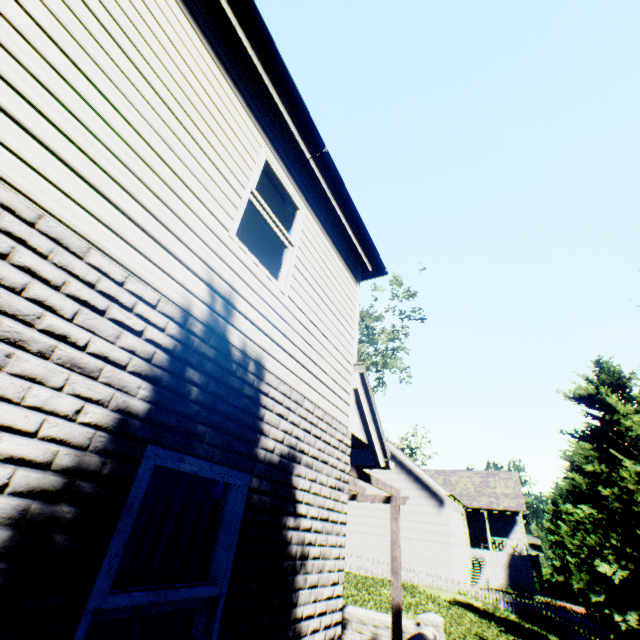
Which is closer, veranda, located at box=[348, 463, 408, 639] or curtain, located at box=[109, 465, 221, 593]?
curtain, located at box=[109, 465, 221, 593]

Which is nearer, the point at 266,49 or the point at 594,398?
the point at 266,49

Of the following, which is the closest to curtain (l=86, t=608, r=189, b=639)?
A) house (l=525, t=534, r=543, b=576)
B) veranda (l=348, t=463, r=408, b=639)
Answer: veranda (l=348, t=463, r=408, b=639)

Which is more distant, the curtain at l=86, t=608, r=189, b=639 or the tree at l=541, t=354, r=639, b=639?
the tree at l=541, t=354, r=639, b=639

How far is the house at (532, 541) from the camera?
42.12m

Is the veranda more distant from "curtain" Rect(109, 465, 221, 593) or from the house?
the house

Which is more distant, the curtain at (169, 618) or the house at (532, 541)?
the house at (532, 541)

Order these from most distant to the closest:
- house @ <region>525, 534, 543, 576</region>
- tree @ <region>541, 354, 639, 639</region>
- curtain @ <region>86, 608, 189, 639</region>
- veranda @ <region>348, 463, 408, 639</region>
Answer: house @ <region>525, 534, 543, 576</region>
tree @ <region>541, 354, 639, 639</region>
veranda @ <region>348, 463, 408, 639</region>
curtain @ <region>86, 608, 189, 639</region>
